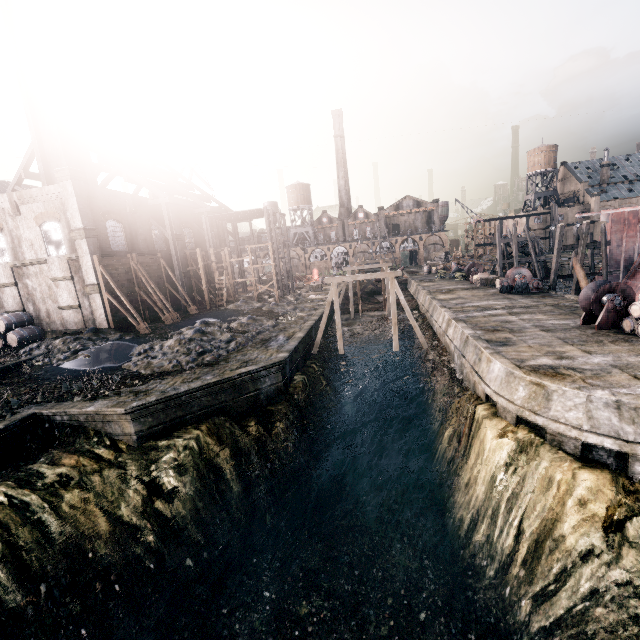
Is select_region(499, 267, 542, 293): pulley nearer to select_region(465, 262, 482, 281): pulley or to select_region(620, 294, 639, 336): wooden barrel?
select_region(465, 262, 482, 281): pulley

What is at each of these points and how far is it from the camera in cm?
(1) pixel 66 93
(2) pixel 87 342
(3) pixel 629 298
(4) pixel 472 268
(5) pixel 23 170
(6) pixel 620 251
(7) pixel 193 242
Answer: (1) chimney, 2992
(2) stone debris, 2448
(3) pulley, 1783
(4) pulley, 4334
(5) wood roof frame, 3544
(6) ship construction, 3148
(7) building, 4238

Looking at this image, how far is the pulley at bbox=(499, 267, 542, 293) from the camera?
31.3m

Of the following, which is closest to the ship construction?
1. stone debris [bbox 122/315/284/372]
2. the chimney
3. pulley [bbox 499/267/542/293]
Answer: pulley [bbox 499/267/542/293]

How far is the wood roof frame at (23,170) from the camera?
35.00m

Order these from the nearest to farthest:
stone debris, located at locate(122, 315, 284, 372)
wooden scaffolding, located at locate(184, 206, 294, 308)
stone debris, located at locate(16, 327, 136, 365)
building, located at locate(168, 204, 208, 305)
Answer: stone debris, located at locate(122, 315, 284, 372) < stone debris, located at locate(16, 327, 136, 365) < building, located at locate(168, 204, 208, 305) < wooden scaffolding, located at locate(184, 206, 294, 308)

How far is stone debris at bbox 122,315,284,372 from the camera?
20.6 meters

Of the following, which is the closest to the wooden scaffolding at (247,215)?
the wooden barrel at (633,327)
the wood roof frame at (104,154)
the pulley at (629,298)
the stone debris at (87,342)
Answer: the wood roof frame at (104,154)
